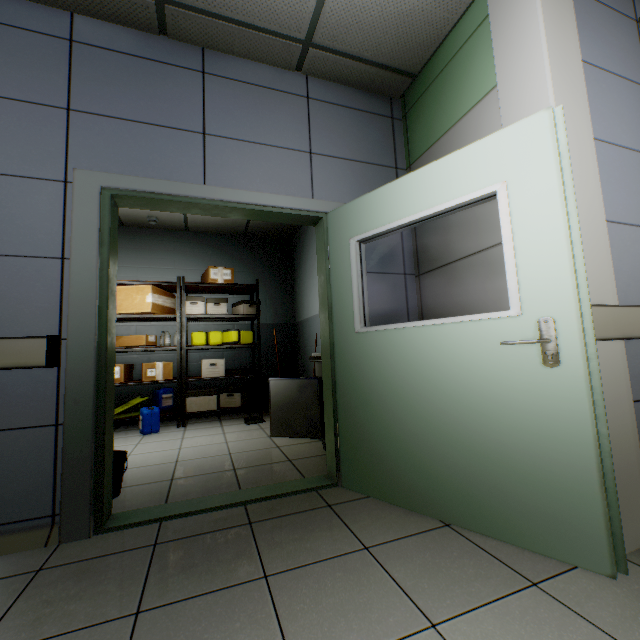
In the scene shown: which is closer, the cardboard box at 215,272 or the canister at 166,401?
the canister at 166,401

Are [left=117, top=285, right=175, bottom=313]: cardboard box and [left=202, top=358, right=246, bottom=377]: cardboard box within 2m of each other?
yes

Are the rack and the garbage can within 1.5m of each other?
yes

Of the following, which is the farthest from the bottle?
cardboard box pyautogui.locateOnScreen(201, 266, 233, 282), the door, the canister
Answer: cardboard box pyautogui.locateOnScreen(201, 266, 233, 282)

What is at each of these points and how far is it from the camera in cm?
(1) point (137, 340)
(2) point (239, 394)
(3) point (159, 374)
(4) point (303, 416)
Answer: (1) cardboard box, 479
(2) cardboard box, 513
(3) cardboard box, 474
(4) cabinet, 338

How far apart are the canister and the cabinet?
1.9m

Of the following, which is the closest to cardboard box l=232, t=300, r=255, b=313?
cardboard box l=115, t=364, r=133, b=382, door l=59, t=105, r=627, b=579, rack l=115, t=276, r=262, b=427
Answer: rack l=115, t=276, r=262, b=427

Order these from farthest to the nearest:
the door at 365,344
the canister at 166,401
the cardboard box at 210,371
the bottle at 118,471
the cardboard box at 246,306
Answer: the cardboard box at 246,306 < the cardboard box at 210,371 < the canister at 166,401 < the bottle at 118,471 < the door at 365,344
